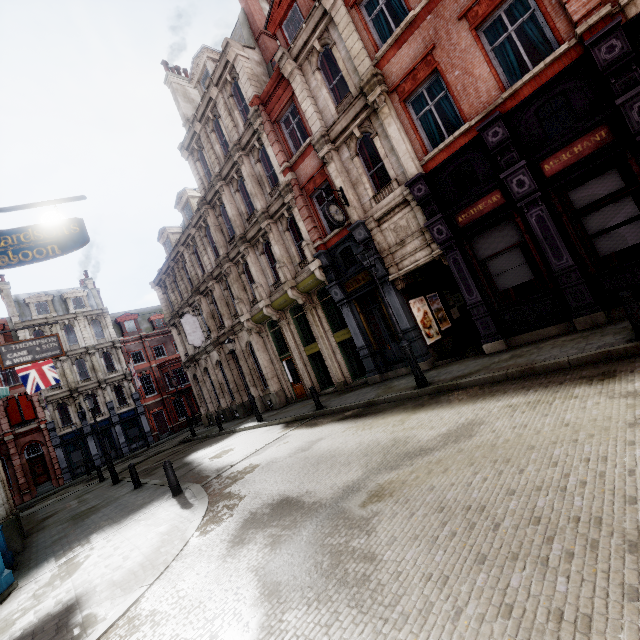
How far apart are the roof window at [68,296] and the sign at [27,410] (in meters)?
9.20

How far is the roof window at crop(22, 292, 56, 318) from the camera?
33.8 meters

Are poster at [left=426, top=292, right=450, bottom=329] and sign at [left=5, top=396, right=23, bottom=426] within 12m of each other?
no

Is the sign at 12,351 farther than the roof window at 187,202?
No

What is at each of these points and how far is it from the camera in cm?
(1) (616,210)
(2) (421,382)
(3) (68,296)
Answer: (1) sign, 793
(2) street light, 950
(3) roof window, 3619

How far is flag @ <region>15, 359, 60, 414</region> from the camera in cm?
1881

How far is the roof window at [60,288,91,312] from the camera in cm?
3605

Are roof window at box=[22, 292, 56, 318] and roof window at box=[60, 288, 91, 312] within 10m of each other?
yes
